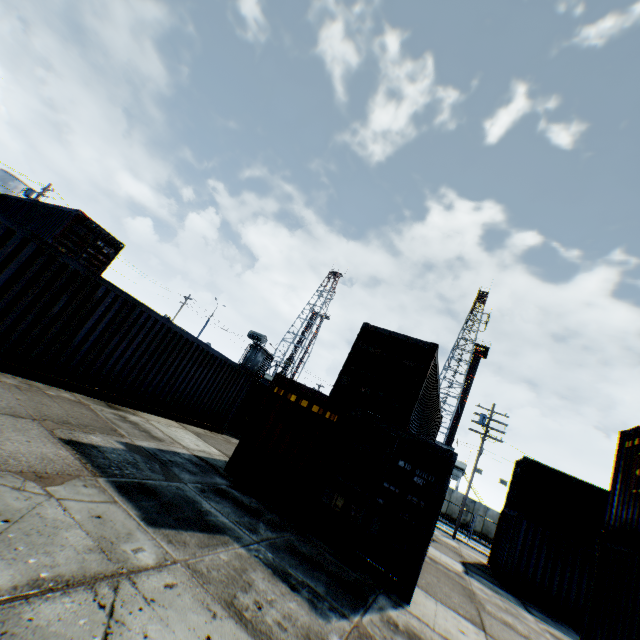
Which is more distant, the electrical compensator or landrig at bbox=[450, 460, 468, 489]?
landrig at bbox=[450, 460, 468, 489]

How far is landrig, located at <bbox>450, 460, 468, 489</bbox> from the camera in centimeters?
4122cm

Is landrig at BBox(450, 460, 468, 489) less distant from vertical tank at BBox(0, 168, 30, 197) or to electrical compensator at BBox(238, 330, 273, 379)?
electrical compensator at BBox(238, 330, 273, 379)

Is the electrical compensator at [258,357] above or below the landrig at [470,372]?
below

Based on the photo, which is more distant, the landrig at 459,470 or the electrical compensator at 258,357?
the landrig at 459,470

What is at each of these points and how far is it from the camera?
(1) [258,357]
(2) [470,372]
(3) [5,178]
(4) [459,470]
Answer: (1) electrical compensator, 29.95m
(2) landrig, 50.25m
(3) vertical tank, 40.16m
(4) landrig, 41.56m

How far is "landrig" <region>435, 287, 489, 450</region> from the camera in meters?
47.3 m

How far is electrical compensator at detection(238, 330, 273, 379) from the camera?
29.33m
